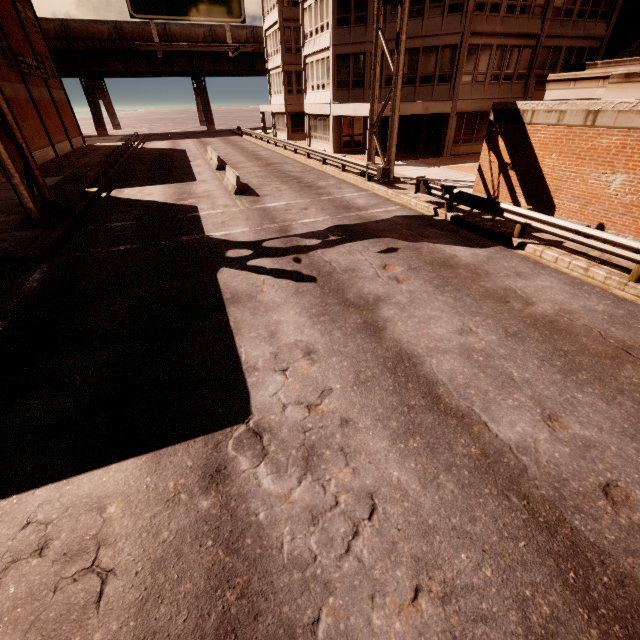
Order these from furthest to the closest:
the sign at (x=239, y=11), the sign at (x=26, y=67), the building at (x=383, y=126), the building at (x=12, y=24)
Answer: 1. the sign at (x=26, y=67)
2. the building at (x=12, y=24)
3. the building at (x=383, y=126)
4. the sign at (x=239, y=11)

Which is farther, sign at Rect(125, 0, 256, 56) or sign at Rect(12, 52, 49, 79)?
sign at Rect(12, 52, 49, 79)

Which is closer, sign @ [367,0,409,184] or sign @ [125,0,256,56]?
sign @ [125,0,256,56]

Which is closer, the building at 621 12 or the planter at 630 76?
the planter at 630 76

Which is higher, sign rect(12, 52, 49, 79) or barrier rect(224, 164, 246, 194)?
sign rect(12, 52, 49, 79)

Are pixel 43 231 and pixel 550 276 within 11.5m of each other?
no

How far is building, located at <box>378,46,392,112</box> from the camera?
24.0m
